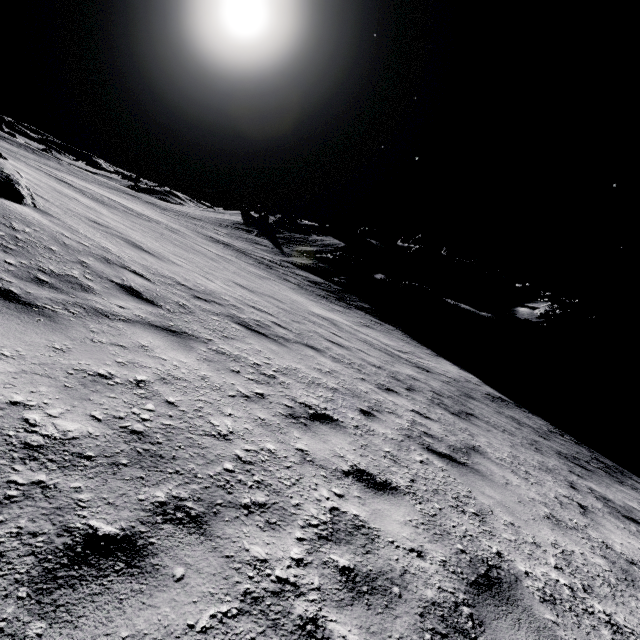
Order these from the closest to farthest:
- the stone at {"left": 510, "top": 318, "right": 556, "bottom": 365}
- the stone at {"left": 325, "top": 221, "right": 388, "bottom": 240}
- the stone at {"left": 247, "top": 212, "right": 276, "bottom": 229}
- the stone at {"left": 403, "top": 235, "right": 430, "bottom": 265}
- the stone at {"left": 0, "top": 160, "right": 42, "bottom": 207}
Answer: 1. the stone at {"left": 0, "top": 160, "right": 42, "bottom": 207}
2. the stone at {"left": 510, "top": 318, "right": 556, "bottom": 365}
3. the stone at {"left": 403, "top": 235, "right": 430, "bottom": 265}
4. the stone at {"left": 247, "top": 212, "right": 276, "bottom": 229}
5. the stone at {"left": 325, "top": 221, "right": 388, "bottom": 240}

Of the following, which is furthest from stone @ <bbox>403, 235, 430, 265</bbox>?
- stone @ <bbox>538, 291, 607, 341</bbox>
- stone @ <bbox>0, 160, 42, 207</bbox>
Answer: stone @ <bbox>0, 160, 42, 207</bbox>

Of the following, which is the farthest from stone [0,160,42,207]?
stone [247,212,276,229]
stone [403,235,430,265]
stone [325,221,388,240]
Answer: stone [247,212,276,229]

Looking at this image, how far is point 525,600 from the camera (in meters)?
2.52

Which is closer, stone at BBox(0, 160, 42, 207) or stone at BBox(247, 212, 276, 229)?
stone at BBox(0, 160, 42, 207)

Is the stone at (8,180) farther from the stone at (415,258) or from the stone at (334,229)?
the stone at (415,258)

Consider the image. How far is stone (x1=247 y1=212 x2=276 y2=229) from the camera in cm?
Result: 5053

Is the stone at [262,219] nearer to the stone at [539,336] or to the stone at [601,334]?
the stone at [539,336]
